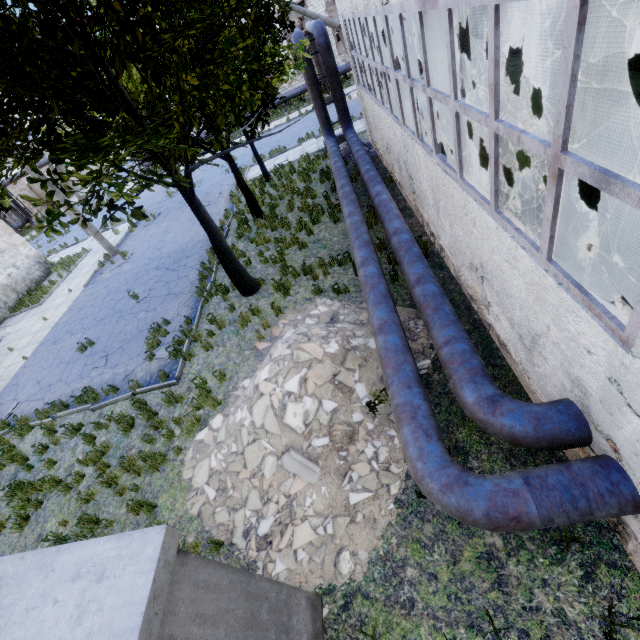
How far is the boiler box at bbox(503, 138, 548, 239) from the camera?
5.2 meters

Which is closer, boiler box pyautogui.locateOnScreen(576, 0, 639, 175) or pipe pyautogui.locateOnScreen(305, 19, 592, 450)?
pipe pyautogui.locateOnScreen(305, 19, 592, 450)

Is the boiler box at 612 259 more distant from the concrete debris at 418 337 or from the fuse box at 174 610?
the fuse box at 174 610

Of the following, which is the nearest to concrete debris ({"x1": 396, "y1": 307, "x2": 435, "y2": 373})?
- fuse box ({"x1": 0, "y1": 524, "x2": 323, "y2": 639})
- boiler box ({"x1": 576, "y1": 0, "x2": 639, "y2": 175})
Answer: fuse box ({"x1": 0, "y1": 524, "x2": 323, "y2": 639})

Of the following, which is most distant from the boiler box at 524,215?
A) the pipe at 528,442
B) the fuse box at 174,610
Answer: the fuse box at 174,610

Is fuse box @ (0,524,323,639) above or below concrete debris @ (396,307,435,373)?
above

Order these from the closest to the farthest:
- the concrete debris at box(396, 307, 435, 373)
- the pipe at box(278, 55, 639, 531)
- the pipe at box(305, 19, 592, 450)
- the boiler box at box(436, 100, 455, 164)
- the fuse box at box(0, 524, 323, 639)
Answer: the fuse box at box(0, 524, 323, 639) → the pipe at box(278, 55, 639, 531) → the pipe at box(305, 19, 592, 450) → the concrete debris at box(396, 307, 435, 373) → the boiler box at box(436, 100, 455, 164)

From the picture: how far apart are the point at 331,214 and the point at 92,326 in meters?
11.1
